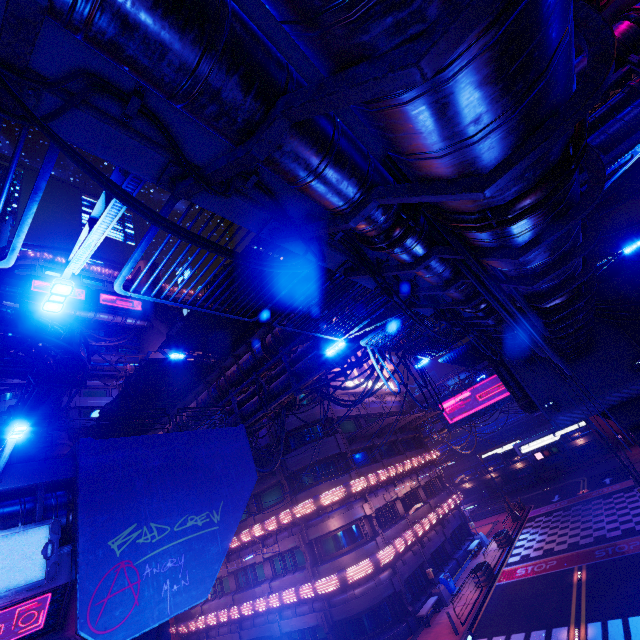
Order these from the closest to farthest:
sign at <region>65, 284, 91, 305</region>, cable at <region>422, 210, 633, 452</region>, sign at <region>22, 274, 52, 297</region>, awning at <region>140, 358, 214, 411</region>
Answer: cable at <region>422, 210, 633, 452</region>, awning at <region>140, 358, 214, 411</region>, sign at <region>22, 274, 52, 297</region>, sign at <region>65, 284, 91, 305</region>

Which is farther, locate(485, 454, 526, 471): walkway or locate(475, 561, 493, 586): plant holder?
locate(485, 454, 526, 471): walkway

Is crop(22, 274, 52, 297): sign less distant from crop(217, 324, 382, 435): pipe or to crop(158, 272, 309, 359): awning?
crop(217, 324, 382, 435): pipe

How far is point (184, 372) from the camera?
21.27m

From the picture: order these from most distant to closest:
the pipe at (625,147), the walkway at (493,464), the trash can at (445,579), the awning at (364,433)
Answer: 1. the walkway at (493,464)
2. the awning at (364,433)
3. the trash can at (445,579)
4. the pipe at (625,147)

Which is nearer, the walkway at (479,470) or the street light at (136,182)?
the street light at (136,182)

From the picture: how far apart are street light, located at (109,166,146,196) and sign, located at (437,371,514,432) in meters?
41.9 m

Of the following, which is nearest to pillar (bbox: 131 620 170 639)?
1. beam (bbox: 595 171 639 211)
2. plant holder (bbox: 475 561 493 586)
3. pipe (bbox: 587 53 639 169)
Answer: pipe (bbox: 587 53 639 169)
